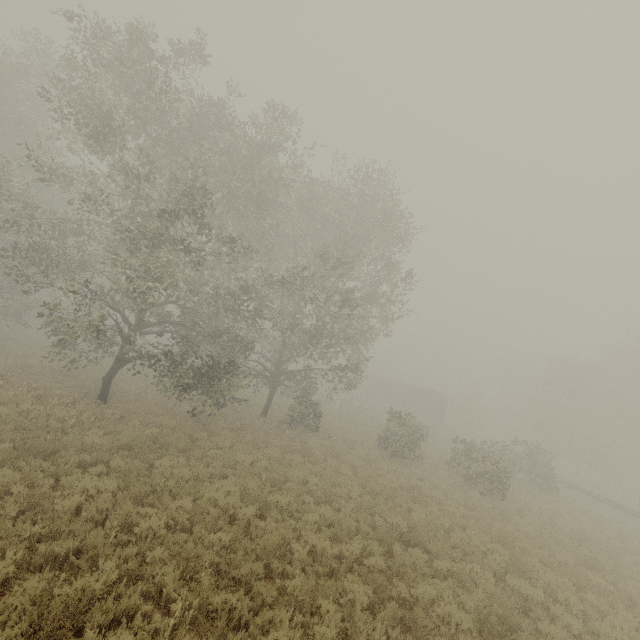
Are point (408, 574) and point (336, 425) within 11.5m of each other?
no

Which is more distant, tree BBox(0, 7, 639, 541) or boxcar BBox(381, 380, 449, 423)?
boxcar BBox(381, 380, 449, 423)

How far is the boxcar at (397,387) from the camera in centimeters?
4591cm

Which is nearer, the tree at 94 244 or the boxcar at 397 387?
the tree at 94 244

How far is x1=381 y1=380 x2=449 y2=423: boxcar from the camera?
45.9 meters
